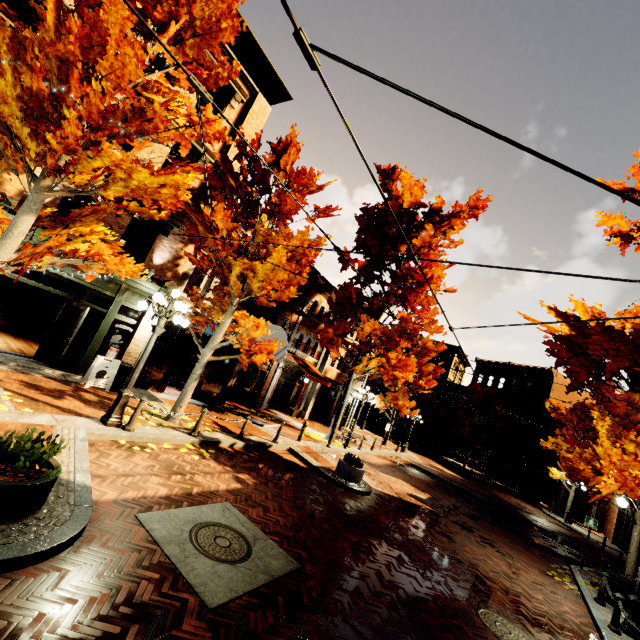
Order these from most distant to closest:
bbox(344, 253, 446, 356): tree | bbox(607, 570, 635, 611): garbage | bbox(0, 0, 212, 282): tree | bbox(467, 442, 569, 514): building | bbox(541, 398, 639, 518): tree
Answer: bbox(467, 442, 569, 514): building < bbox(344, 253, 446, 356): tree < bbox(541, 398, 639, 518): tree < bbox(607, 570, 635, 611): garbage < bbox(0, 0, 212, 282): tree

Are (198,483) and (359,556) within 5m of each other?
yes

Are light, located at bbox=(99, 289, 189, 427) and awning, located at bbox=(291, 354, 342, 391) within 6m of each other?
no

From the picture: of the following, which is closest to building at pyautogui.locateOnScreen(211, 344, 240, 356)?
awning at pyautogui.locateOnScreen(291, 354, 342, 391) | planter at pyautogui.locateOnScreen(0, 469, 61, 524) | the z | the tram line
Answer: awning at pyautogui.locateOnScreen(291, 354, 342, 391)

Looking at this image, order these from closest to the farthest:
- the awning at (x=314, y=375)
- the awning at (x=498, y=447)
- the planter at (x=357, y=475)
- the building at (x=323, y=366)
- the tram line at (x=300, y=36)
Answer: the tram line at (x=300, y=36), the planter at (x=357, y=475), the building at (x=323, y=366), the awning at (x=314, y=375), the awning at (x=498, y=447)

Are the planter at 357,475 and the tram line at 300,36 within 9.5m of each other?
no

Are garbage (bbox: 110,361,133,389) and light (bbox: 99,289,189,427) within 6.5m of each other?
yes

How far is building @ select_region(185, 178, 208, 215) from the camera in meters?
12.3 m
